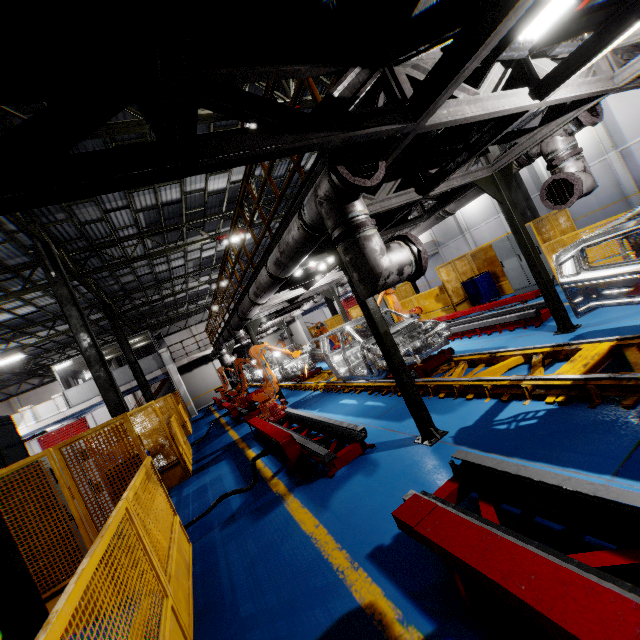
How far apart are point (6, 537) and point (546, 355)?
7.0 meters

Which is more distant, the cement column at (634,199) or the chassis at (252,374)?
the chassis at (252,374)

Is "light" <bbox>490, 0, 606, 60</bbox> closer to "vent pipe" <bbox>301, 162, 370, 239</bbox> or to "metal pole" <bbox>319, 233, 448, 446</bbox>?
"vent pipe" <bbox>301, 162, 370, 239</bbox>

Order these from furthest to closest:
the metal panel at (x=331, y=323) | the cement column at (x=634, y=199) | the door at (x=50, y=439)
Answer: the door at (x=50, y=439) < the metal panel at (x=331, y=323) < the cement column at (x=634, y=199)

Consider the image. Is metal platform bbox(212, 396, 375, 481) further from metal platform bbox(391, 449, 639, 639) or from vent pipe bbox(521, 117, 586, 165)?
vent pipe bbox(521, 117, 586, 165)

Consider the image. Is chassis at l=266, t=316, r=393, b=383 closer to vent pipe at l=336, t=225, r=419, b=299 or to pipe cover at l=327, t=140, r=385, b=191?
vent pipe at l=336, t=225, r=419, b=299

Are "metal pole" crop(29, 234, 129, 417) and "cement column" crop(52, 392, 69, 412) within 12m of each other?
no

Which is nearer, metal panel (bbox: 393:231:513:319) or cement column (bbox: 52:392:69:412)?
metal panel (bbox: 393:231:513:319)
